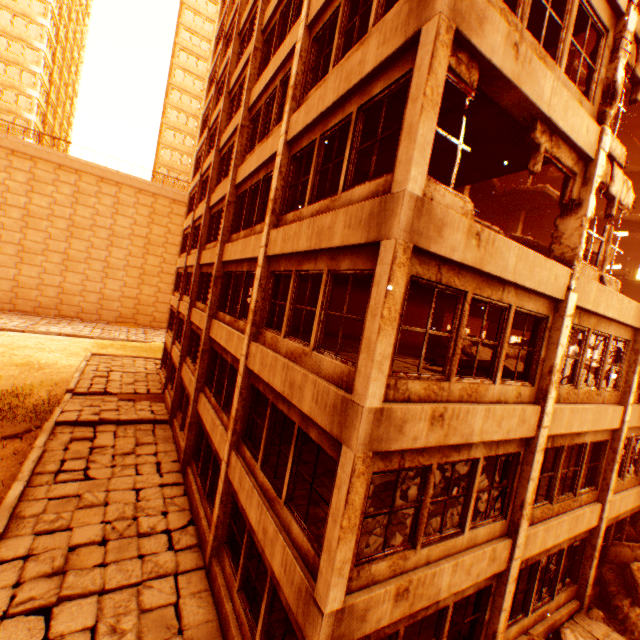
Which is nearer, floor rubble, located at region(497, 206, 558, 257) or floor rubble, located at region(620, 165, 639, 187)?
floor rubble, located at region(497, 206, 558, 257)

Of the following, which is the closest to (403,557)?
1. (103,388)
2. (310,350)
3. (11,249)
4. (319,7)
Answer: (310,350)

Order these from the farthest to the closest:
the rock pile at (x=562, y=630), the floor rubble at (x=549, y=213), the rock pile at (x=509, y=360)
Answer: the floor rubble at (x=549, y=213), the rock pile at (x=509, y=360), the rock pile at (x=562, y=630)

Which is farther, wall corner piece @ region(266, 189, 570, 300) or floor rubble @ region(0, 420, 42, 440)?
floor rubble @ region(0, 420, 42, 440)

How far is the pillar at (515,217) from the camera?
17.97m

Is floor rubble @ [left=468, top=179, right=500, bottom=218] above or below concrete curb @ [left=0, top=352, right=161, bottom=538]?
above

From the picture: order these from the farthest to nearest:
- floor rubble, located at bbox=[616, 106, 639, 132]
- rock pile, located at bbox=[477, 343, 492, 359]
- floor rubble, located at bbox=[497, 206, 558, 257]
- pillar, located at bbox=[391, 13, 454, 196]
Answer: floor rubble, located at bbox=[616, 106, 639, 132] → floor rubble, located at bbox=[497, 206, 558, 257] → rock pile, located at bbox=[477, 343, 492, 359] → pillar, located at bbox=[391, 13, 454, 196]

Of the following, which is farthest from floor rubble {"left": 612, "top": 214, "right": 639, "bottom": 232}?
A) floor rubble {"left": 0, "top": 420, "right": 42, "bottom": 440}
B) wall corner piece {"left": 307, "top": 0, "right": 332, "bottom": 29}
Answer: floor rubble {"left": 0, "top": 420, "right": 42, "bottom": 440}
